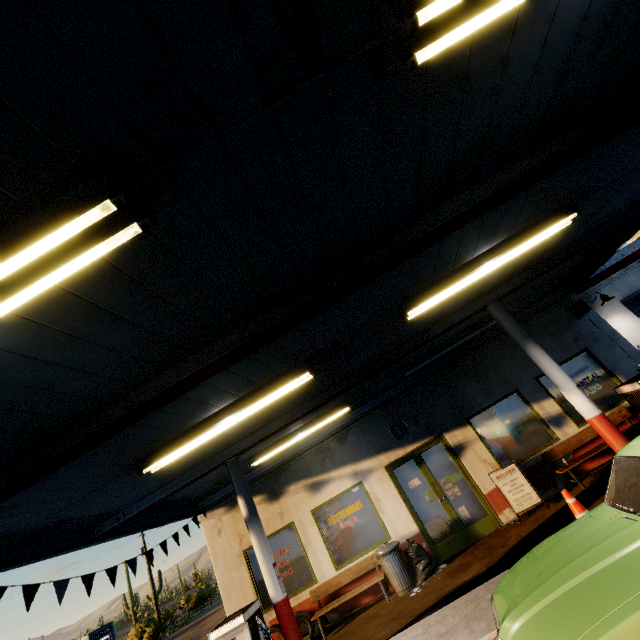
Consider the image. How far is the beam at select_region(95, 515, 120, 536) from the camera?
6.5 meters

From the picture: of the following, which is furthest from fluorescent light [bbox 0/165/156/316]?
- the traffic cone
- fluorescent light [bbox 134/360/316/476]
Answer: the traffic cone

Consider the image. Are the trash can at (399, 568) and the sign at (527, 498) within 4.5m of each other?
yes

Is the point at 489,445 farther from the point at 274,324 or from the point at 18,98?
the point at 18,98

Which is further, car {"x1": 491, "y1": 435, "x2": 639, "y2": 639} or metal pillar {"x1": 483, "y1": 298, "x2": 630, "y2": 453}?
metal pillar {"x1": 483, "y1": 298, "x2": 630, "y2": 453}

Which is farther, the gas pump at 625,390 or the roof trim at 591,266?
the roof trim at 591,266

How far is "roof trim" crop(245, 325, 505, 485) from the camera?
9.7 meters

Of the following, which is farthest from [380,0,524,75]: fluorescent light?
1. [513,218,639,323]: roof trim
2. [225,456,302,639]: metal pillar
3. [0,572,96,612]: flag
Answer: [225,456,302,639]: metal pillar
